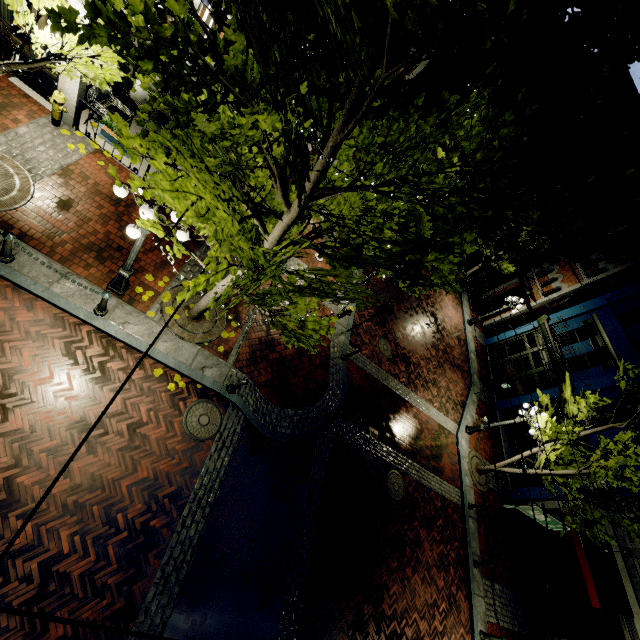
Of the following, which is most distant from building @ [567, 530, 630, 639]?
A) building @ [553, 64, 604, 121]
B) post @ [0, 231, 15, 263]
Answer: post @ [0, 231, 15, 263]

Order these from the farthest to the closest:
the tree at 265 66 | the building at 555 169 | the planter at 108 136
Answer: the building at 555 169 < the planter at 108 136 < the tree at 265 66

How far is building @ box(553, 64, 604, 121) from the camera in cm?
2059

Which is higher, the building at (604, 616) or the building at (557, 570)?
the building at (604, 616)

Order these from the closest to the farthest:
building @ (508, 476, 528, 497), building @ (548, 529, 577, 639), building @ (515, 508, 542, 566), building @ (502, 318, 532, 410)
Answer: building @ (548, 529, 577, 639)
building @ (515, 508, 542, 566)
building @ (508, 476, 528, 497)
building @ (502, 318, 532, 410)

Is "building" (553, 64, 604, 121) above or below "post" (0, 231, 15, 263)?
above

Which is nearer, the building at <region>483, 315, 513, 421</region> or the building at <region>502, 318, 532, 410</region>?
the building at <region>502, 318, 532, 410</region>

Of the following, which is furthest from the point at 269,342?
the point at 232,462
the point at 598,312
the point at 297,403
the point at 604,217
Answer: the point at 598,312
